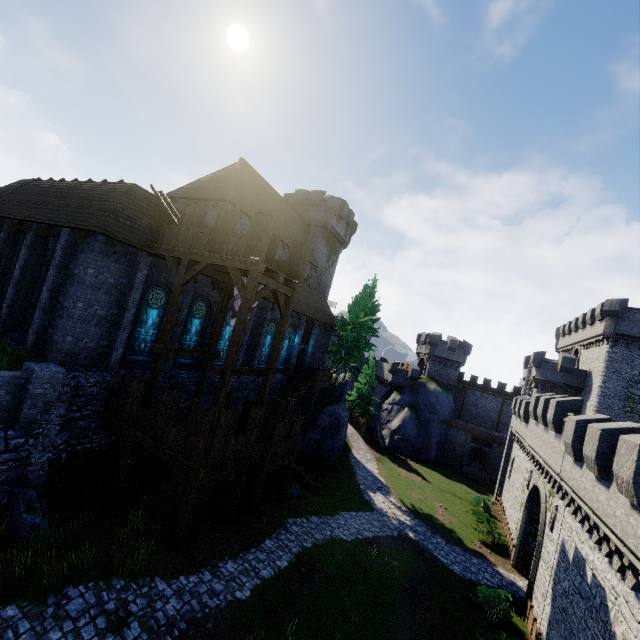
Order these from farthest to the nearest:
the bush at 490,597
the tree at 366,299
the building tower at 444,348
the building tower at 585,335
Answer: the building tower at 444,348, the tree at 366,299, the building tower at 585,335, the bush at 490,597

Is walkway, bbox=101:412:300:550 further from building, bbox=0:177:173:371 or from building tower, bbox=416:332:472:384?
building tower, bbox=416:332:472:384

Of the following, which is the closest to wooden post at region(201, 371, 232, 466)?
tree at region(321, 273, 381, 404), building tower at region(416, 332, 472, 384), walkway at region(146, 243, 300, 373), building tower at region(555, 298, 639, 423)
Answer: walkway at region(146, 243, 300, 373)

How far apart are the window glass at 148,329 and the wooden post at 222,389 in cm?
673

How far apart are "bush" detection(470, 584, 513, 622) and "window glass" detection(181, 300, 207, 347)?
20.9m

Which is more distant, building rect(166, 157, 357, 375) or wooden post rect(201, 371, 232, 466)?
building rect(166, 157, 357, 375)

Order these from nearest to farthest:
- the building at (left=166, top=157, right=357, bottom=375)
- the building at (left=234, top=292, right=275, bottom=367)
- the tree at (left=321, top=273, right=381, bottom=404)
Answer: the building at (left=234, top=292, right=275, bottom=367)
the building at (left=166, top=157, right=357, bottom=375)
the tree at (left=321, top=273, right=381, bottom=404)

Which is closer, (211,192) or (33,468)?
(33,468)
